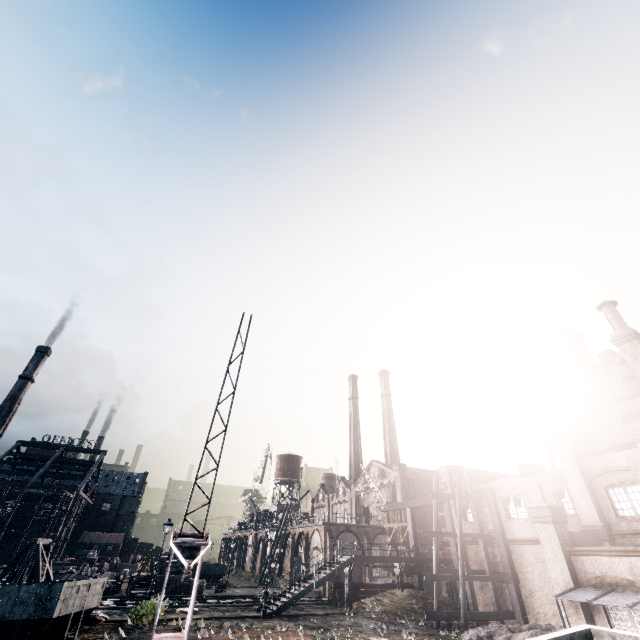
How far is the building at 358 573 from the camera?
43.9m

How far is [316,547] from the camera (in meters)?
46.19

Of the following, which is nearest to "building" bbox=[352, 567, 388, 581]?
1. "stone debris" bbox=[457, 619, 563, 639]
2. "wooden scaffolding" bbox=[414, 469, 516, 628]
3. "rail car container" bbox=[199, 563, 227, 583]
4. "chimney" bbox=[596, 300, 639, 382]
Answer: "rail car container" bbox=[199, 563, 227, 583]

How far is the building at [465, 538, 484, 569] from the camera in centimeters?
2830cm

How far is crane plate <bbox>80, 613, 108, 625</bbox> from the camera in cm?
Answer: 1750

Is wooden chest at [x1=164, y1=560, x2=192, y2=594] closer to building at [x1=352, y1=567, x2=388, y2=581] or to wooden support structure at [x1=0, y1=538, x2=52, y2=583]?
wooden support structure at [x1=0, y1=538, x2=52, y2=583]

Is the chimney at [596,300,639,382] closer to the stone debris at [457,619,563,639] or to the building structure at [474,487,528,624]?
the building structure at [474,487,528,624]

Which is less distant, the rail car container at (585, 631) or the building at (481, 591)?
the rail car container at (585, 631)
